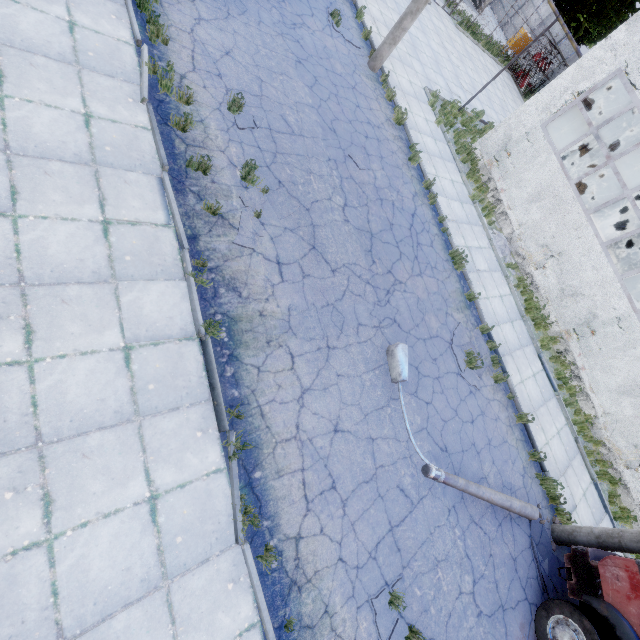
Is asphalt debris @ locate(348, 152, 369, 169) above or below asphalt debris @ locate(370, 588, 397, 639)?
above

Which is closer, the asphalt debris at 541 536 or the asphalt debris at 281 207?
the asphalt debris at 281 207

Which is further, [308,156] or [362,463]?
[308,156]

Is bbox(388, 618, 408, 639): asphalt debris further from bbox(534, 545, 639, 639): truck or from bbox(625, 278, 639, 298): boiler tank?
bbox(625, 278, 639, 298): boiler tank

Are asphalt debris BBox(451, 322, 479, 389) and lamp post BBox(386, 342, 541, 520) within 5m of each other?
yes

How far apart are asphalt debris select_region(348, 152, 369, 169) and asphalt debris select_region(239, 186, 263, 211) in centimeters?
384cm

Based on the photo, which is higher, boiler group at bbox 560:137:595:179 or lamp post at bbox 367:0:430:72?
boiler group at bbox 560:137:595:179

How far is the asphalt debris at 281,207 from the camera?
6.92m
